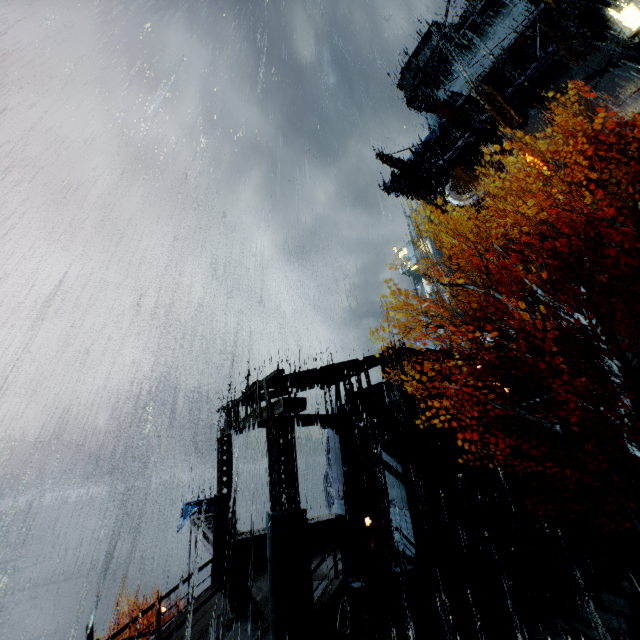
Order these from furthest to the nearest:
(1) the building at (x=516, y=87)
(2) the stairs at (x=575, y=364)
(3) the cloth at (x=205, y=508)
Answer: (1) the building at (x=516, y=87)
(3) the cloth at (x=205, y=508)
(2) the stairs at (x=575, y=364)

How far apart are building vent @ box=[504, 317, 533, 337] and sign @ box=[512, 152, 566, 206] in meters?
11.4 m

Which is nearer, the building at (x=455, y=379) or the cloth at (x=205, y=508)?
the building at (x=455, y=379)

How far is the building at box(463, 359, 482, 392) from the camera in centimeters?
1789cm

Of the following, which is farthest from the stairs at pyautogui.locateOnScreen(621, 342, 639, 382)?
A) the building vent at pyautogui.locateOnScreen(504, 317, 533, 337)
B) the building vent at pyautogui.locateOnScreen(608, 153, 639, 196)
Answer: the building vent at pyautogui.locateOnScreen(608, 153, 639, 196)

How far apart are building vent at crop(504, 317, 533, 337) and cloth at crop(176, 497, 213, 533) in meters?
28.9

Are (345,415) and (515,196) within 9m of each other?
no

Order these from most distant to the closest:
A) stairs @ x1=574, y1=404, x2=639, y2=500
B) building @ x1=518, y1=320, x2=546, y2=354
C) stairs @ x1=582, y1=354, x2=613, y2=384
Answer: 1. building @ x1=518, y1=320, x2=546, y2=354
2. stairs @ x1=582, y1=354, x2=613, y2=384
3. stairs @ x1=574, y1=404, x2=639, y2=500
